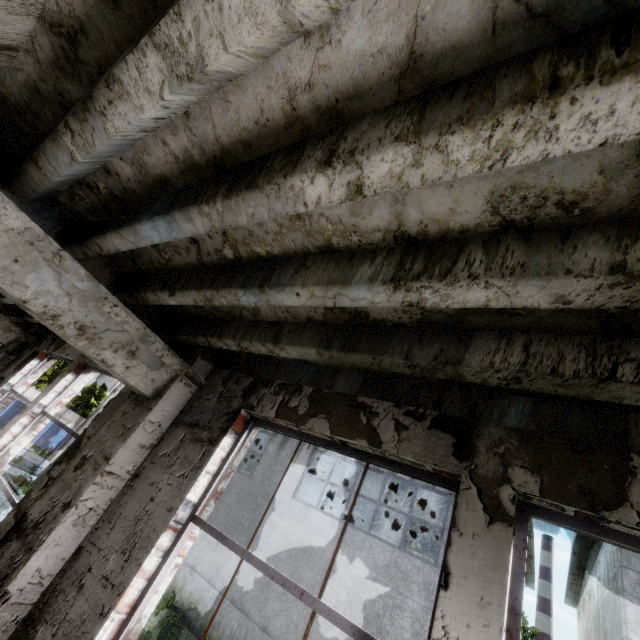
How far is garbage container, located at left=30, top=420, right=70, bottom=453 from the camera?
27.33m

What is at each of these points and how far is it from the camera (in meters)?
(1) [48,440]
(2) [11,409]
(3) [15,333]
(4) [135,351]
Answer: (1) garbage container, 27.84
(2) garbage container, 25.88
(3) column beam, 6.54
(4) column beam, 2.74

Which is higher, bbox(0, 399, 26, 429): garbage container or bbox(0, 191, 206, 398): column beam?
bbox(0, 191, 206, 398): column beam

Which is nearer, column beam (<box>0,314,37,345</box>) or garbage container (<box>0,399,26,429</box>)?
column beam (<box>0,314,37,345</box>)

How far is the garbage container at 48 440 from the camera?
27.3m

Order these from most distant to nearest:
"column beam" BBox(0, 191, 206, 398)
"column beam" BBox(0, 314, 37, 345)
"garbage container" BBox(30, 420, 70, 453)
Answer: "garbage container" BBox(30, 420, 70, 453) < "column beam" BBox(0, 314, 37, 345) < "column beam" BBox(0, 191, 206, 398)

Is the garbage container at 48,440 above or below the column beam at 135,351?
Result: below
